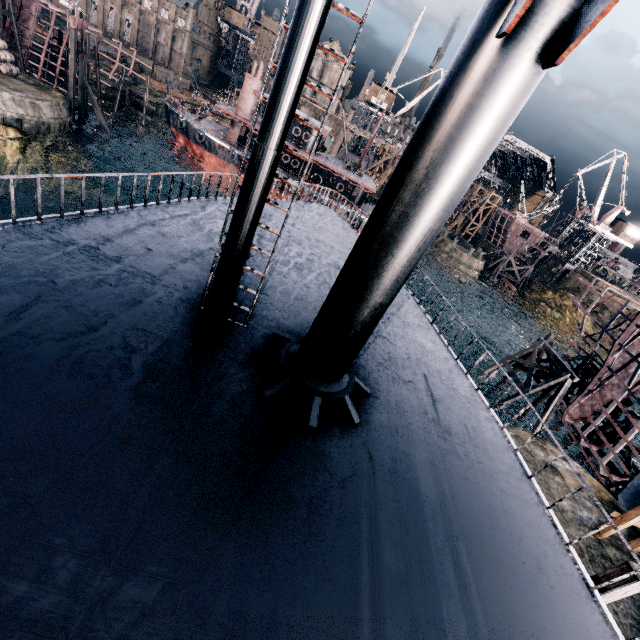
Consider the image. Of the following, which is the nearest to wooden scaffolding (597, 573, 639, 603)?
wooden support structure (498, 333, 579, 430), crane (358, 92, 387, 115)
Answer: wooden support structure (498, 333, 579, 430)

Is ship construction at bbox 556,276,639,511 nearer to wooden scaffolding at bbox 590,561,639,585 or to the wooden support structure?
the wooden support structure

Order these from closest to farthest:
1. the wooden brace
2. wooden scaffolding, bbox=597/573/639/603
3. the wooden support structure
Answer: wooden scaffolding, bbox=597/573/639/603 → the wooden support structure → the wooden brace

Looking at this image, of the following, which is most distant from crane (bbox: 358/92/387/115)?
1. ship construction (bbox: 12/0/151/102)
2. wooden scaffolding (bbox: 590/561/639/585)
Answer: wooden scaffolding (bbox: 590/561/639/585)

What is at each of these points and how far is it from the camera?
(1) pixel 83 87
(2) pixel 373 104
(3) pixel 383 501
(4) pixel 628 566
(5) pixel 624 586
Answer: (1) wooden brace, 35.97m
(2) crane, 56.97m
(3) ship, 5.13m
(4) wooden scaffolding, 7.88m
(5) wooden scaffolding, 7.82m

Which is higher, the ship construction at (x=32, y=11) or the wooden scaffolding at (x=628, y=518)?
the ship construction at (x=32, y=11)

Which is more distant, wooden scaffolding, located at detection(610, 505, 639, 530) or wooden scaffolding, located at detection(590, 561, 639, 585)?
wooden scaffolding, located at detection(610, 505, 639, 530)

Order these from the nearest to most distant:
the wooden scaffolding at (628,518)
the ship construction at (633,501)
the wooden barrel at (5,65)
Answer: the wooden scaffolding at (628,518), the ship construction at (633,501), the wooden barrel at (5,65)
